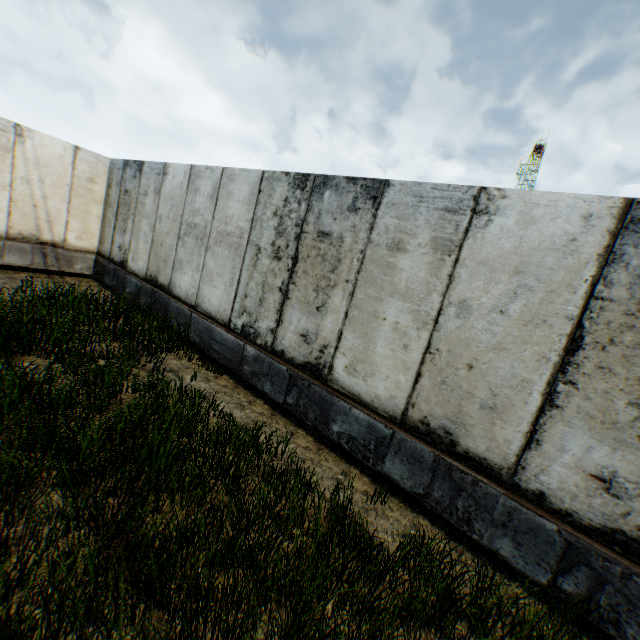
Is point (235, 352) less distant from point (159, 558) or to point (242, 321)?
point (242, 321)
